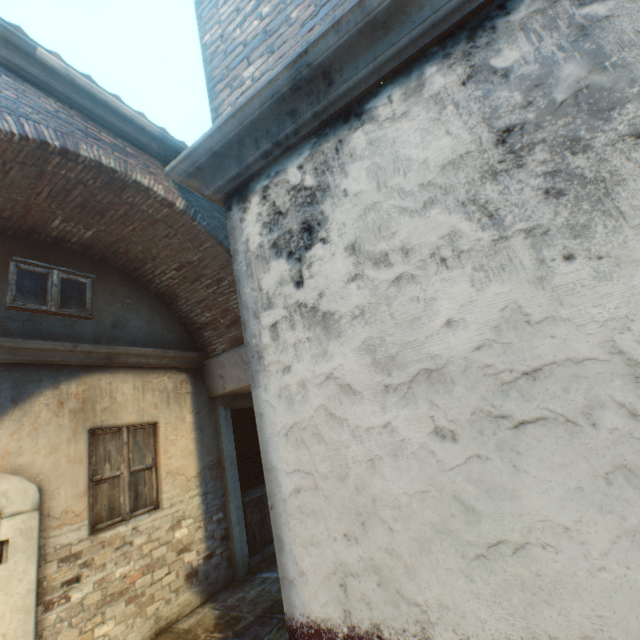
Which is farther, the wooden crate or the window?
the wooden crate

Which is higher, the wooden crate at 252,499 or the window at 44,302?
the window at 44,302

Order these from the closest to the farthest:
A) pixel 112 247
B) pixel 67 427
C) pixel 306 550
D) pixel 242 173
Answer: pixel 306 550 < pixel 242 173 < pixel 67 427 < pixel 112 247

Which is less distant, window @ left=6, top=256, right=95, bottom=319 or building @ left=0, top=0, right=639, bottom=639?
building @ left=0, top=0, right=639, bottom=639

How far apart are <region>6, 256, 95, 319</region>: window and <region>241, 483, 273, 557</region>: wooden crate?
4.3 meters

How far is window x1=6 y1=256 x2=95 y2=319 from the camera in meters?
4.3

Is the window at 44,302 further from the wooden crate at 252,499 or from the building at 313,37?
the wooden crate at 252,499

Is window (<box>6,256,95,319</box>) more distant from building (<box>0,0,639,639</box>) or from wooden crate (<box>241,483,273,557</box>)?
wooden crate (<box>241,483,273,557</box>)
